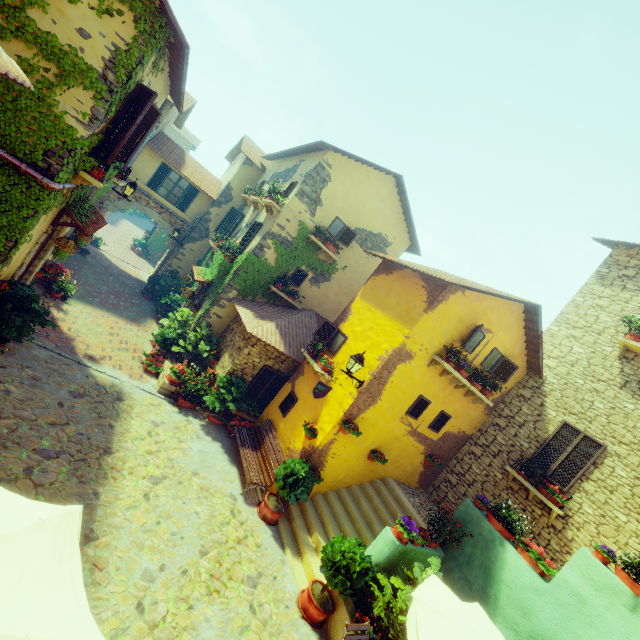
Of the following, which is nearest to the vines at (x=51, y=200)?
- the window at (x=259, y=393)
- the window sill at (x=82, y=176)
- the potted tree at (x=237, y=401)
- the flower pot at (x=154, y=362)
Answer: the window sill at (x=82, y=176)

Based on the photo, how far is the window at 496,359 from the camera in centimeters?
967cm

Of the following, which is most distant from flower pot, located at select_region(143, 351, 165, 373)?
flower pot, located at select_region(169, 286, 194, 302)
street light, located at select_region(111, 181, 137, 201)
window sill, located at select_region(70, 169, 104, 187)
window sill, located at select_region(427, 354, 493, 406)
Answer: window sill, located at select_region(427, 354, 493, 406)

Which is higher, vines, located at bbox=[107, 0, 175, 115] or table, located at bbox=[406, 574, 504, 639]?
vines, located at bbox=[107, 0, 175, 115]

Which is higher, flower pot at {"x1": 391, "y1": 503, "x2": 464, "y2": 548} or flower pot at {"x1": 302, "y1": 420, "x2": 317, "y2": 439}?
flower pot at {"x1": 391, "y1": 503, "x2": 464, "y2": 548}

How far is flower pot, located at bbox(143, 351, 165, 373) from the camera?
10.6 meters

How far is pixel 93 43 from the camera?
5.21m

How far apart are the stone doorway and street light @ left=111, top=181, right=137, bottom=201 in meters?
7.5
